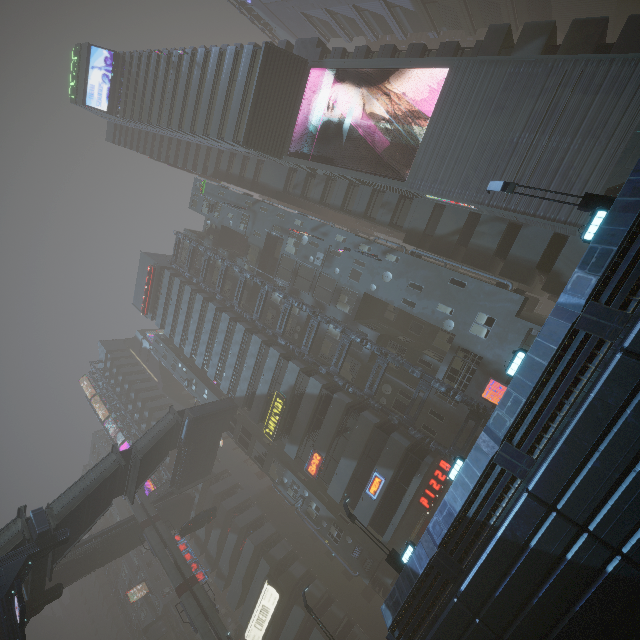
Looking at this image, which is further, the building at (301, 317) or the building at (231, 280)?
the building at (231, 280)

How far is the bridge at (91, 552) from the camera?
34.9m

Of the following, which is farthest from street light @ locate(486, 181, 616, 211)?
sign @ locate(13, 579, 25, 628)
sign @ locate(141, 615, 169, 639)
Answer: sign @ locate(141, 615, 169, 639)

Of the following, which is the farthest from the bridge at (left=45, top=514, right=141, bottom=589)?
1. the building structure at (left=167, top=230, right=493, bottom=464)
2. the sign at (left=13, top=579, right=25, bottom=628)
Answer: the building structure at (left=167, top=230, right=493, bottom=464)

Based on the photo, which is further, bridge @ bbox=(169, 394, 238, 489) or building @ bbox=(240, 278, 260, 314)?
building @ bbox=(240, 278, 260, 314)

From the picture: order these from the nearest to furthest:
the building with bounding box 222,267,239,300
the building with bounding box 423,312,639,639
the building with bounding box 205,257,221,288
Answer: the building with bounding box 423,312,639,639, the building with bounding box 222,267,239,300, the building with bounding box 205,257,221,288

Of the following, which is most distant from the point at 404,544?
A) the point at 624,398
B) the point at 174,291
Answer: the point at 174,291

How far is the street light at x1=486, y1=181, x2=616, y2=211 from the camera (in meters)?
12.30
